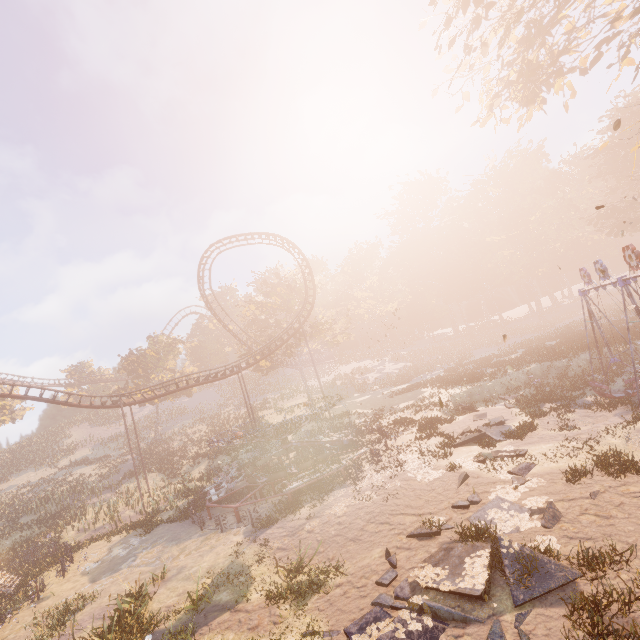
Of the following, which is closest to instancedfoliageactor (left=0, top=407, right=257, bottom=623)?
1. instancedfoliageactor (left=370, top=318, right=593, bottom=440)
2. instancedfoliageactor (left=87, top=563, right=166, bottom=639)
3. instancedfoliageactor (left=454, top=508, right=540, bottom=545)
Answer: instancedfoliageactor (left=87, top=563, right=166, bottom=639)

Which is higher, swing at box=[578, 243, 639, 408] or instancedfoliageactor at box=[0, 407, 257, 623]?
swing at box=[578, 243, 639, 408]

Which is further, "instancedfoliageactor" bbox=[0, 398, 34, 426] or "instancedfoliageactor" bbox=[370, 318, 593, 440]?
"instancedfoliageactor" bbox=[0, 398, 34, 426]

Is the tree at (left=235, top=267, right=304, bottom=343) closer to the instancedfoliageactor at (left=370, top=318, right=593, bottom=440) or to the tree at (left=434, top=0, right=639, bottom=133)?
the instancedfoliageactor at (left=370, top=318, right=593, bottom=440)

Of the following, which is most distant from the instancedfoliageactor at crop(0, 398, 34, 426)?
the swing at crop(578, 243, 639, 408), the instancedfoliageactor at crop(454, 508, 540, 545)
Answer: the swing at crop(578, 243, 639, 408)

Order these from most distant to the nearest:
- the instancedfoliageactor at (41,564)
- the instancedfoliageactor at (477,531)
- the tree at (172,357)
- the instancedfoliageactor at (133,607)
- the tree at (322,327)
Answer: the tree at (172,357), the tree at (322,327), the instancedfoliageactor at (41,564), the instancedfoliageactor at (133,607), the instancedfoliageactor at (477,531)

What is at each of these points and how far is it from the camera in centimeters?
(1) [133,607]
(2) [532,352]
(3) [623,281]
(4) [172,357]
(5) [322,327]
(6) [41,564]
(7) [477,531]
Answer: (1) instancedfoliageactor, 1162cm
(2) instancedfoliageactor, 3027cm
(3) swing, 1429cm
(4) tree, 4925cm
(5) tree, 4312cm
(6) instancedfoliageactor, 2023cm
(7) instancedfoliageactor, 1000cm

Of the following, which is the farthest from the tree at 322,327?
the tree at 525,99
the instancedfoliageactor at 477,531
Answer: the instancedfoliageactor at 477,531
